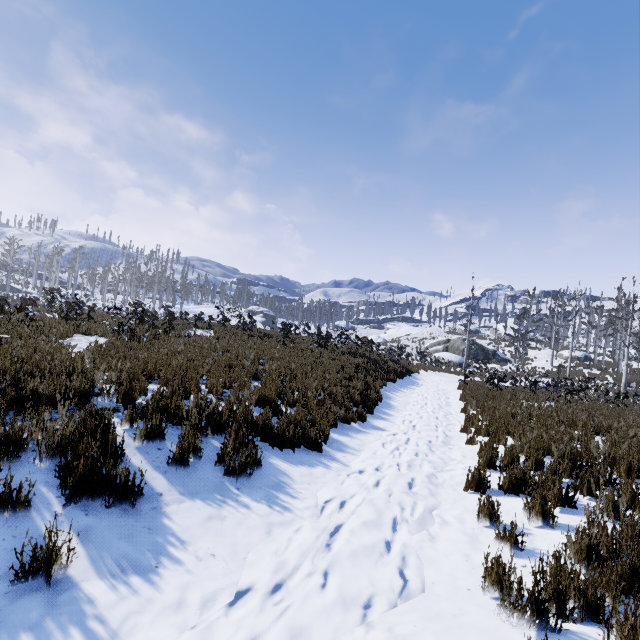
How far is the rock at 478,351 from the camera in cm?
4109

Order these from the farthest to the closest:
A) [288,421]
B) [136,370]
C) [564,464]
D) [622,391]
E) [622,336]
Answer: [622,336] < [622,391] < [136,370] < [288,421] < [564,464]

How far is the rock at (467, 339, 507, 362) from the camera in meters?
41.1 m
